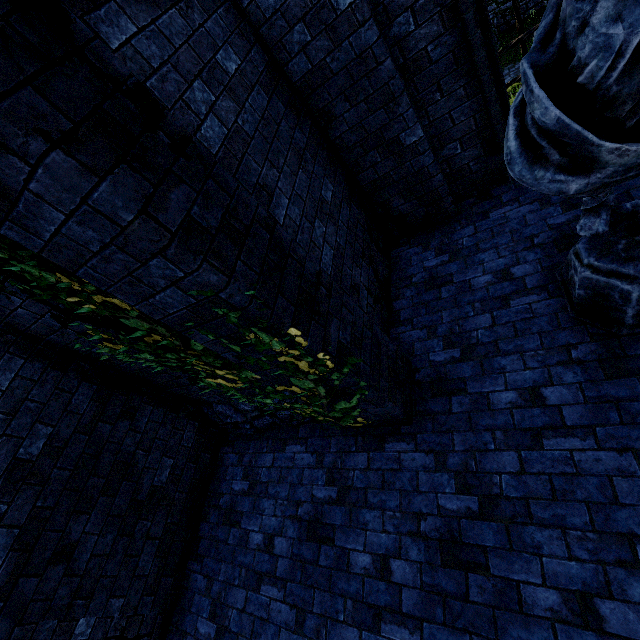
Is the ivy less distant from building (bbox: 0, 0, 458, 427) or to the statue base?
building (bbox: 0, 0, 458, 427)

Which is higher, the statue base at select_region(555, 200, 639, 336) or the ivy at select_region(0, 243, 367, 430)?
the ivy at select_region(0, 243, 367, 430)

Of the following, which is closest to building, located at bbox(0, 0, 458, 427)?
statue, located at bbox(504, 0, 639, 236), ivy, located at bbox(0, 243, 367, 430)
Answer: ivy, located at bbox(0, 243, 367, 430)

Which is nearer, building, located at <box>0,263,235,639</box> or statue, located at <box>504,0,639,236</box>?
statue, located at <box>504,0,639,236</box>

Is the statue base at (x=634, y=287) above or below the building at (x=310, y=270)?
below

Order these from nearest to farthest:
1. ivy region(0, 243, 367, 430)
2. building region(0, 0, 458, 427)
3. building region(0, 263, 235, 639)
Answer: building region(0, 0, 458, 427)
ivy region(0, 243, 367, 430)
building region(0, 263, 235, 639)

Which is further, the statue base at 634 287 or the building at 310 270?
the statue base at 634 287

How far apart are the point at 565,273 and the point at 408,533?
2.9 meters
